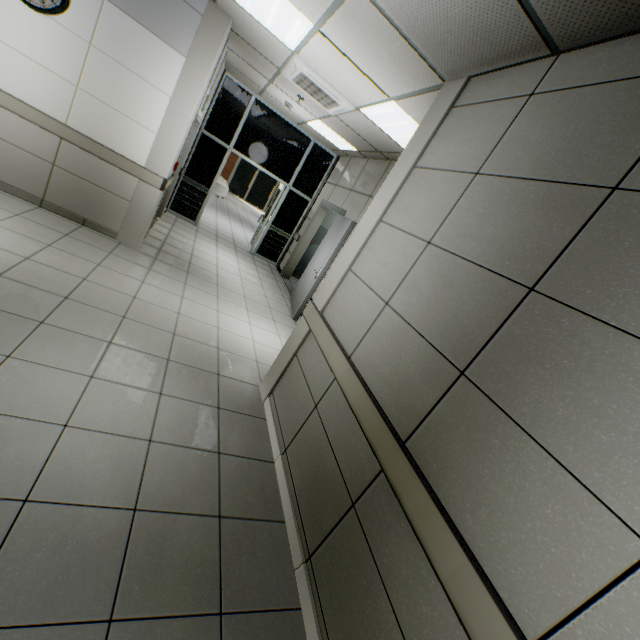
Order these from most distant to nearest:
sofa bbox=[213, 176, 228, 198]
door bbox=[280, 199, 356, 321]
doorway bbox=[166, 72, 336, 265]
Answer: sofa bbox=[213, 176, 228, 198]
doorway bbox=[166, 72, 336, 265]
door bbox=[280, 199, 356, 321]

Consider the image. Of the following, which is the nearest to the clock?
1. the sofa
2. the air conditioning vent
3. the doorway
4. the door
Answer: the air conditioning vent

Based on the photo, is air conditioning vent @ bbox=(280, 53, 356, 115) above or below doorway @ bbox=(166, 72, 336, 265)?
above

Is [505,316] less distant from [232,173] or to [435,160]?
[435,160]

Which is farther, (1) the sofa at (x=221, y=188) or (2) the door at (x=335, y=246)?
(1) the sofa at (x=221, y=188)

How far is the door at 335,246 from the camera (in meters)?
5.58

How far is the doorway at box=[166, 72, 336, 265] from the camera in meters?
7.2

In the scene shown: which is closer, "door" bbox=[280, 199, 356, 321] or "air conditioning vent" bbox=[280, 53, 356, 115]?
"air conditioning vent" bbox=[280, 53, 356, 115]
